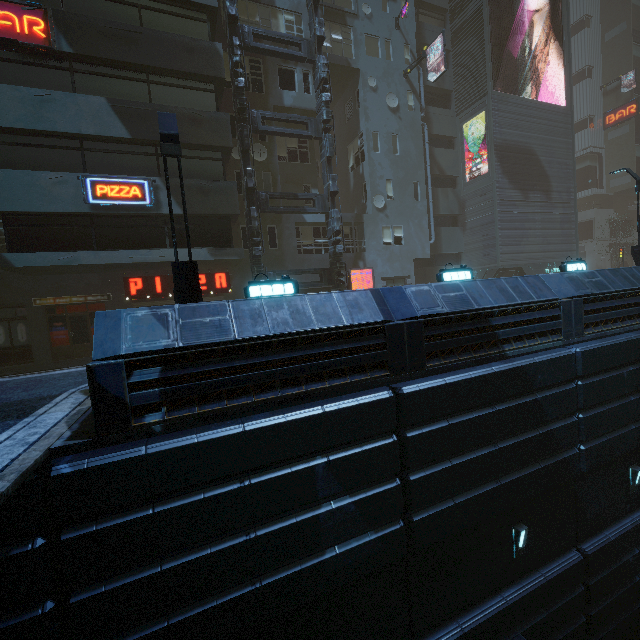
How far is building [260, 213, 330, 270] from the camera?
18.30m

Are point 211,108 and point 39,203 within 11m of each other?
yes

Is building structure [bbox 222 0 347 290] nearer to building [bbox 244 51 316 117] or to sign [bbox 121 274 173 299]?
building [bbox 244 51 316 117]

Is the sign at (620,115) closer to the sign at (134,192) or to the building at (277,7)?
the building at (277,7)

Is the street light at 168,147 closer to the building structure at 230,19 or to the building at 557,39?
the building at 557,39

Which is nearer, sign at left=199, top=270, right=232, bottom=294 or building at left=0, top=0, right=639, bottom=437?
building at left=0, top=0, right=639, bottom=437

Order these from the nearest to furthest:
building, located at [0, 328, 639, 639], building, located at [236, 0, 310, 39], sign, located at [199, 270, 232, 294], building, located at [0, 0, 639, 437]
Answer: building, located at [0, 328, 639, 639] → building, located at [0, 0, 639, 437] → sign, located at [199, 270, 232, 294] → building, located at [236, 0, 310, 39]

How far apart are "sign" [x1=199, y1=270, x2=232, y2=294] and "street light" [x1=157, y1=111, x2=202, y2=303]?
8.5m
